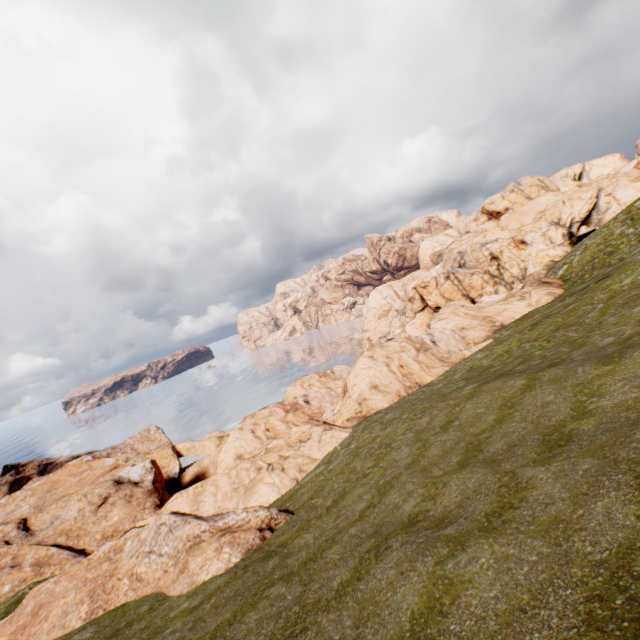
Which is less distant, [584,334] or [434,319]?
[584,334]
